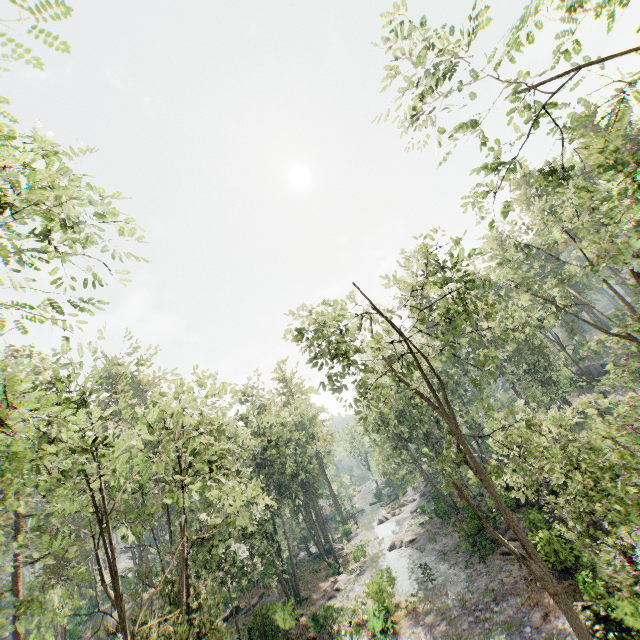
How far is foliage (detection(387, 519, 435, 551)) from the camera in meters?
36.7

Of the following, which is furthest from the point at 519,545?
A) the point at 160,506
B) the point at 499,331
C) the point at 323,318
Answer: the point at 160,506

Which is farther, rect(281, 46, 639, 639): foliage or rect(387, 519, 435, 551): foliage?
rect(387, 519, 435, 551): foliage

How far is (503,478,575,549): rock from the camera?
19.30m

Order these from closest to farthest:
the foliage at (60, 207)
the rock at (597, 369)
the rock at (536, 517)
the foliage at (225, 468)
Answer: the foliage at (60, 207)
the foliage at (225, 468)
the rock at (536, 517)
the rock at (597, 369)

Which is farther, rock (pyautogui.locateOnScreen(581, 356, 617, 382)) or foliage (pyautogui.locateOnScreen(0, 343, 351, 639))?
rock (pyautogui.locateOnScreen(581, 356, 617, 382))

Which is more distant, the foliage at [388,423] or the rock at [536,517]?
the rock at [536,517]
